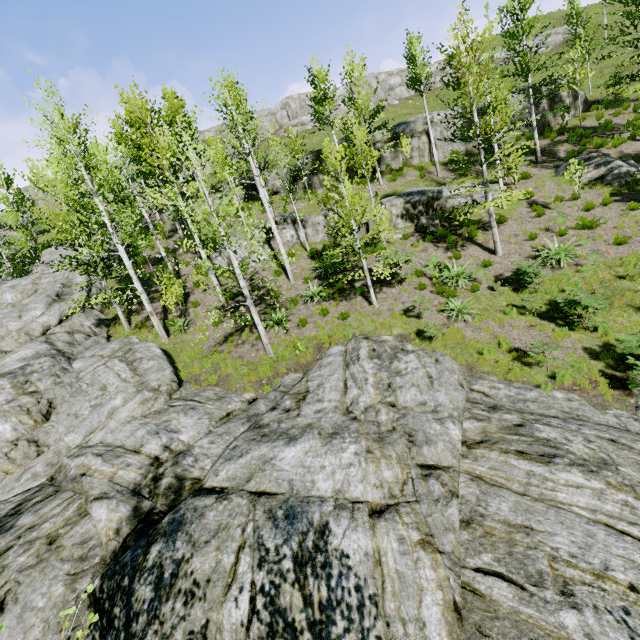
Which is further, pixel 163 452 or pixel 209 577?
pixel 163 452

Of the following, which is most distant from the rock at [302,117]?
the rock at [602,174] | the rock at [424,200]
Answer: the rock at [602,174]

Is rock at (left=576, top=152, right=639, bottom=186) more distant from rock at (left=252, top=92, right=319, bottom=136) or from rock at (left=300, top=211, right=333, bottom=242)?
rock at (left=252, top=92, right=319, bottom=136)

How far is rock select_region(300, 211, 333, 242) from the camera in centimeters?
2027cm

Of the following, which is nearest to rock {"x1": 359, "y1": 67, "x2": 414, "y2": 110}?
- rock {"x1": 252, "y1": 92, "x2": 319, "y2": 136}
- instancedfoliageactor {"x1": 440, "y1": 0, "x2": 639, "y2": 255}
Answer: rock {"x1": 252, "y1": 92, "x2": 319, "y2": 136}

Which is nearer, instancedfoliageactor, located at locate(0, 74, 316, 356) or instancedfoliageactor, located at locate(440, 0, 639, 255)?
instancedfoliageactor, located at locate(0, 74, 316, 356)

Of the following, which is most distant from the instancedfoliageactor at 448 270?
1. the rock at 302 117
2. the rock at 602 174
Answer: the rock at 602 174

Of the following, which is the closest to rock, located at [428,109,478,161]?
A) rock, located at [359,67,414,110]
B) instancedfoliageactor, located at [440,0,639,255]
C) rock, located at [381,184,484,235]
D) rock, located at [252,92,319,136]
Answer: rock, located at [381,184,484,235]
